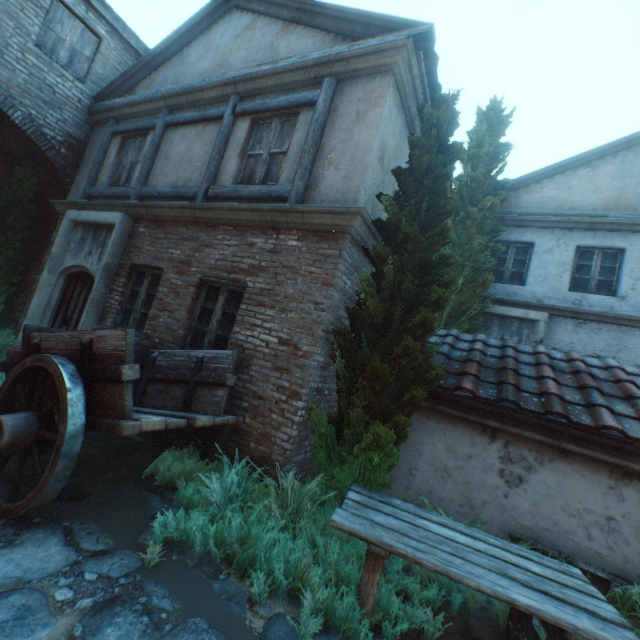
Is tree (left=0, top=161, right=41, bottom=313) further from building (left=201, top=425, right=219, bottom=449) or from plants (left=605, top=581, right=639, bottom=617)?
plants (left=605, top=581, right=639, bottom=617)

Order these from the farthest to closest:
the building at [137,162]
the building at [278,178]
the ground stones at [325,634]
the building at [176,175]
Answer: the building at [137,162] < the building at [176,175] < the building at [278,178] < the ground stones at [325,634]

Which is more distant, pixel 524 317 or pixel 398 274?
pixel 524 317

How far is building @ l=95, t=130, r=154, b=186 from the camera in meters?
7.1

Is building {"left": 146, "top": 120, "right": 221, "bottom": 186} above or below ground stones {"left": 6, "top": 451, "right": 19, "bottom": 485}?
Answer: above

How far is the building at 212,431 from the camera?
4.5 meters

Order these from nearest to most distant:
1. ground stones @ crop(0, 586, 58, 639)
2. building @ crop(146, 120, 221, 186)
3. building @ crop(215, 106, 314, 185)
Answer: ground stones @ crop(0, 586, 58, 639)
building @ crop(215, 106, 314, 185)
building @ crop(146, 120, 221, 186)

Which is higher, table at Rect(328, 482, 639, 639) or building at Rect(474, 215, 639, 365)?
building at Rect(474, 215, 639, 365)
